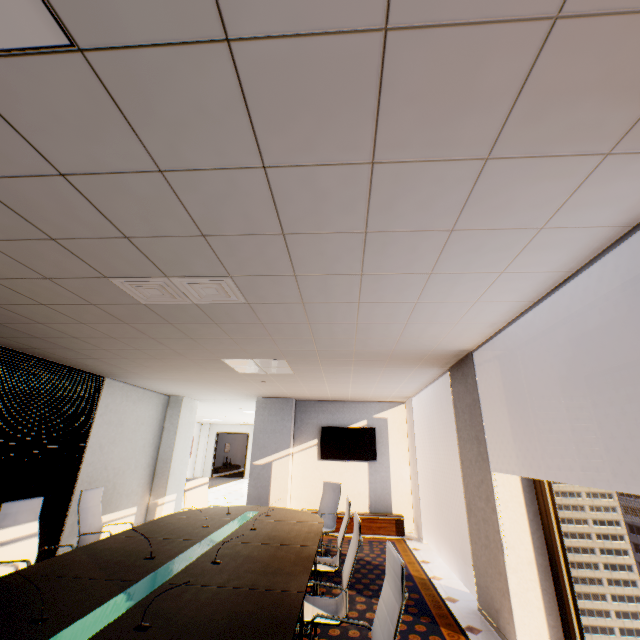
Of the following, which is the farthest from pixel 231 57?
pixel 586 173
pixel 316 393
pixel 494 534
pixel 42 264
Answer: pixel 316 393

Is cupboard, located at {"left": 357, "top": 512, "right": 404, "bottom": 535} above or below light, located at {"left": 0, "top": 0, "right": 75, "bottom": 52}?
below

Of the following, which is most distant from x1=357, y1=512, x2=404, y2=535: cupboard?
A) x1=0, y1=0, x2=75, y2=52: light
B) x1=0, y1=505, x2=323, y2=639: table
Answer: x1=0, y1=0, x2=75, y2=52: light

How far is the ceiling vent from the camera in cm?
252

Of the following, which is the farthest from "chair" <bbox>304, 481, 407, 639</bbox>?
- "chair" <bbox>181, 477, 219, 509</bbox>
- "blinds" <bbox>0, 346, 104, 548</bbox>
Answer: "blinds" <bbox>0, 346, 104, 548</bbox>

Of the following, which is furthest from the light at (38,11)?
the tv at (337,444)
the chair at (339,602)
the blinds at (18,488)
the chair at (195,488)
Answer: the tv at (337,444)

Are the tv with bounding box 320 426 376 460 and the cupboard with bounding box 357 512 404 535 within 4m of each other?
yes

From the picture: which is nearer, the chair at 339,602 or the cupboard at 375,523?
the chair at 339,602
